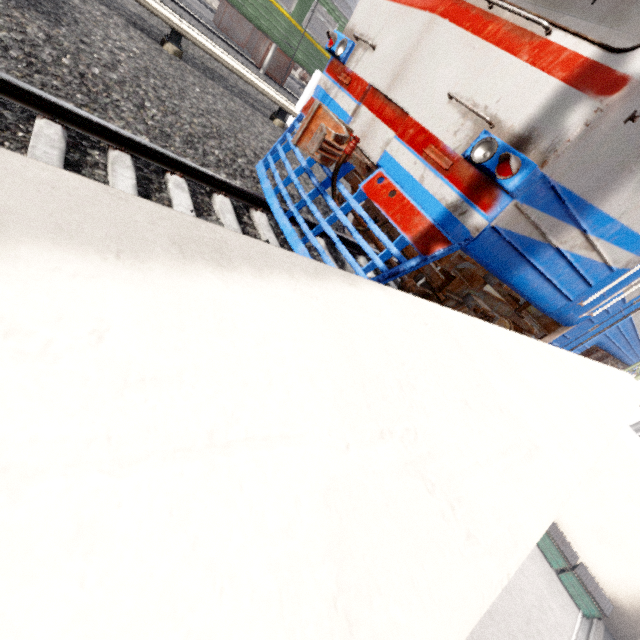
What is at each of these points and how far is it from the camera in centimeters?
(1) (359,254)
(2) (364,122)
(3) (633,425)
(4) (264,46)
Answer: (1) train track, 529cm
(2) train, 335cm
(3) building, 3534cm
(4) train, 1308cm

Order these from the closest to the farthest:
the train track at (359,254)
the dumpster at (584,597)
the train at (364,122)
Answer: the train at (364,122) → the train track at (359,254) → the dumpster at (584,597)

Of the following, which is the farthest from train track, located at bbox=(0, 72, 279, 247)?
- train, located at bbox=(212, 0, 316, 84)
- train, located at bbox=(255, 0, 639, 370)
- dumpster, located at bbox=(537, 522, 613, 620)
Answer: dumpster, located at bbox=(537, 522, 613, 620)

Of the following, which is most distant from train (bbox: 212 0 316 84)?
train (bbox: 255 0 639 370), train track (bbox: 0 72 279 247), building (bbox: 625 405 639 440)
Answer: building (bbox: 625 405 639 440)

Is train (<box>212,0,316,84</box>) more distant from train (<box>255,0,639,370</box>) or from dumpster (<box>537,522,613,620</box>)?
dumpster (<box>537,522,613,620</box>)

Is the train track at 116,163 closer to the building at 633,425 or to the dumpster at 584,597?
the building at 633,425

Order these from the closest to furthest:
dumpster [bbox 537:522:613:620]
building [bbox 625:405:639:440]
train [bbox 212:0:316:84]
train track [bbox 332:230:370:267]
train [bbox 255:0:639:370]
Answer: train [bbox 255:0:639:370], train track [bbox 332:230:370:267], train [bbox 212:0:316:84], dumpster [bbox 537:522:613:620], building [bbox 625:405:639:440]

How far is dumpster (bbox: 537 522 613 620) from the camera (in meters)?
17.09
